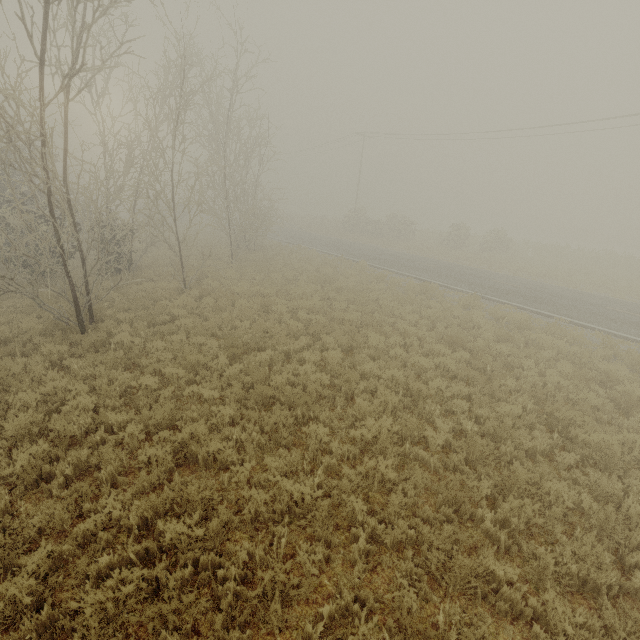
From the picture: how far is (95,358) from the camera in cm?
891
